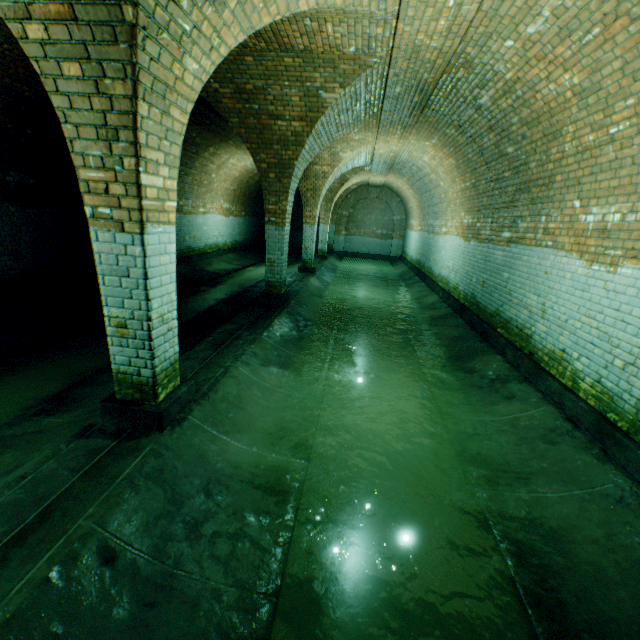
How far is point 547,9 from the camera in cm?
315
